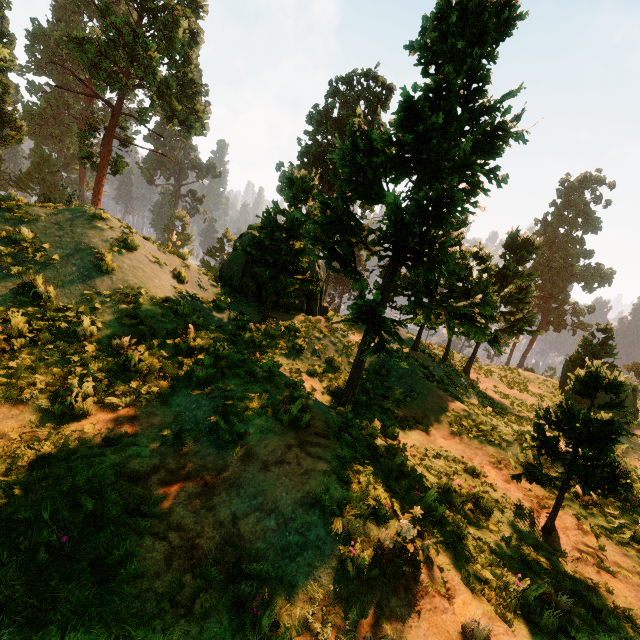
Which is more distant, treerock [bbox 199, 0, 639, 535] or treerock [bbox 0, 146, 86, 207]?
treerock [bbox 0, 146, 86, 207]

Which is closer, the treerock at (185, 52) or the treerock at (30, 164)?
the treerock at (30, 164)

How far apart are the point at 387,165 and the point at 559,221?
65.4 meters

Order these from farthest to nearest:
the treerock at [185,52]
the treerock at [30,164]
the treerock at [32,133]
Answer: the treerock at [32,133]
the treerock at [185,52]
the treerock at [30,164]

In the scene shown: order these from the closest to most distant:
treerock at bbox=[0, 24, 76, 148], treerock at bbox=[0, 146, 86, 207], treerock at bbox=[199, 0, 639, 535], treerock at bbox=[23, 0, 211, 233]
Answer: treerock at bbox=[199, 0, 639, 535] < treerock at bbox=[0, 146, 86, 207] < treerock at bbox=[23, 0, 211, 233] < treerock at bbox=[0, 24, 76, 148]
